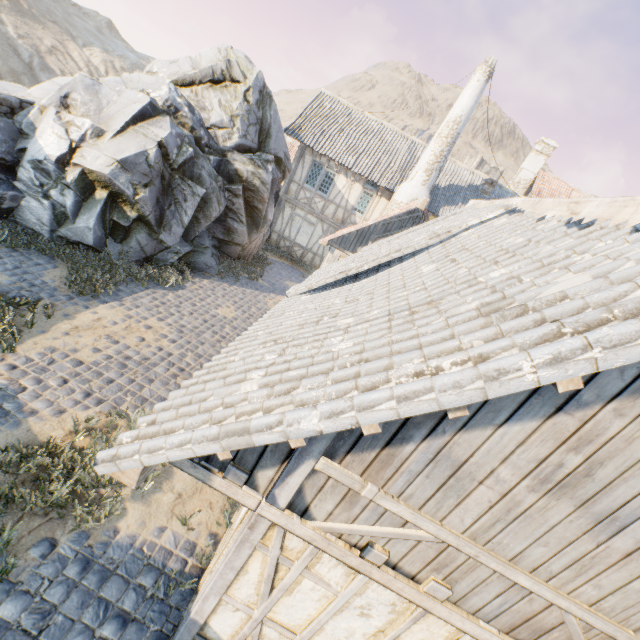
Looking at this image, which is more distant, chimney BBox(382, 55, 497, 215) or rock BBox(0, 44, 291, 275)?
chimney BBox(382, 55, 497, 215)

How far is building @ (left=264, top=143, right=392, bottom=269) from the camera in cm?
1694

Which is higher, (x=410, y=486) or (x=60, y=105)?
(x=410, y=486)

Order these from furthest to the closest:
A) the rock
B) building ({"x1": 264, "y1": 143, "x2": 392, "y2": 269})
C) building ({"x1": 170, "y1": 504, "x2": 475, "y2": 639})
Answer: building ({"x1": 264, "y1": 143, "x2": 392, "y2": 269})
the rock
building ({"x1": 170, "y1": 504, "x2": 475, "y2": 639})

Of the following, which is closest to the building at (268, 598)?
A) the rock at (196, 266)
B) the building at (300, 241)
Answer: the rock at (196, 266)

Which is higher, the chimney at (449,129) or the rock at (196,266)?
the chimney at (449,129)

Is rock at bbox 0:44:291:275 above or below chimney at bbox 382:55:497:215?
below

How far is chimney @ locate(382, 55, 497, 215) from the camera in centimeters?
1386cm
